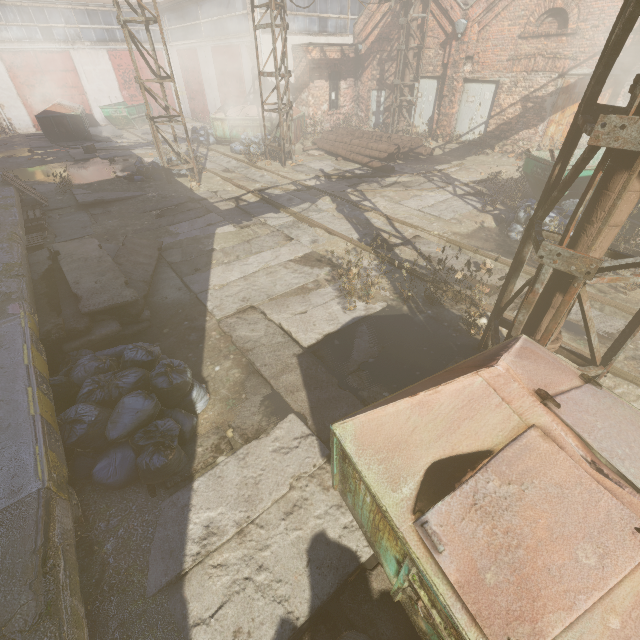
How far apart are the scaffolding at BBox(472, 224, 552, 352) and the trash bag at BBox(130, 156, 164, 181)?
12.2m

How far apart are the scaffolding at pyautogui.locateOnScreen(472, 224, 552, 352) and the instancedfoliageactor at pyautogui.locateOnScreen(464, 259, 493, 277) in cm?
126

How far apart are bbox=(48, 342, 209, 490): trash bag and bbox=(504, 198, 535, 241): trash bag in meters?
7.8 m

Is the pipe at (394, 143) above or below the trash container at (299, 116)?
below

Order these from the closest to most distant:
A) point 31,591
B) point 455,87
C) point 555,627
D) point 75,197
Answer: point 555,627 → point 31,591 → point 75,197 → point 455,87

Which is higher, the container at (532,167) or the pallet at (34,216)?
the container at (532,167)

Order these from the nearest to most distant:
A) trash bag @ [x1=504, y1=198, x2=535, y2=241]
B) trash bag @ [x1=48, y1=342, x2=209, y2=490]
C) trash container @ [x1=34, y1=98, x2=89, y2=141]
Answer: trash bag @ [x1=48, y1=342, x2=209, y2=490]
trash bag @ [x1=504, y1=198, x2=535, y2=241]
trash container @ [x1=34, y1=98, x2=89, y2=141]

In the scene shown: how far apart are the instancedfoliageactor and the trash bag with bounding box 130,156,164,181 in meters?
10.1
